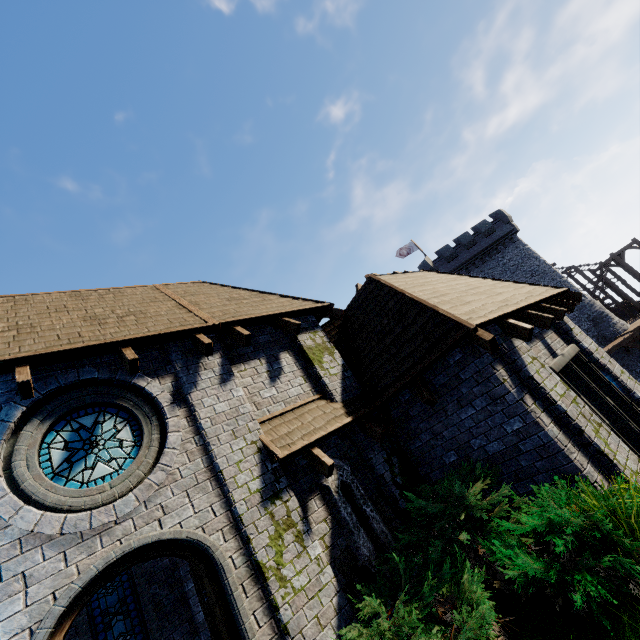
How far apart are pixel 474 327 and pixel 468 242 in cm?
3427

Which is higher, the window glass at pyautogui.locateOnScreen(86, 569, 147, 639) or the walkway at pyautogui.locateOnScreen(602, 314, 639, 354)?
the window glass at pyautogui.locateOnScreen(86, 569, 147, 639)

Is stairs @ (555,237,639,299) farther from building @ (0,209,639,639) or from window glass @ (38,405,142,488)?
window glass @ (38,405,142,488)

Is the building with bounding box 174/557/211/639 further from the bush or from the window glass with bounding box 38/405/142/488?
the window glass with bounding box 38/405/142/488

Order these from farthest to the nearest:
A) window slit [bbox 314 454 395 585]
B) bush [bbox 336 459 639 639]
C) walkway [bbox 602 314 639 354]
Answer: walkway [bbox 602 314 639 354]
window slit [bbox 314 454 395 585]
bush [bbox 336 459 639 639]

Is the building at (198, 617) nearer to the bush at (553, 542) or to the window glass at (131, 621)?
the bush at (553, 542)

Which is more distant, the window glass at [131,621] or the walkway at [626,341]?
the walkway at [626,341]

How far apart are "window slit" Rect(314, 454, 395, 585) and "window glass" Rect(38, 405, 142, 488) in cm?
297
